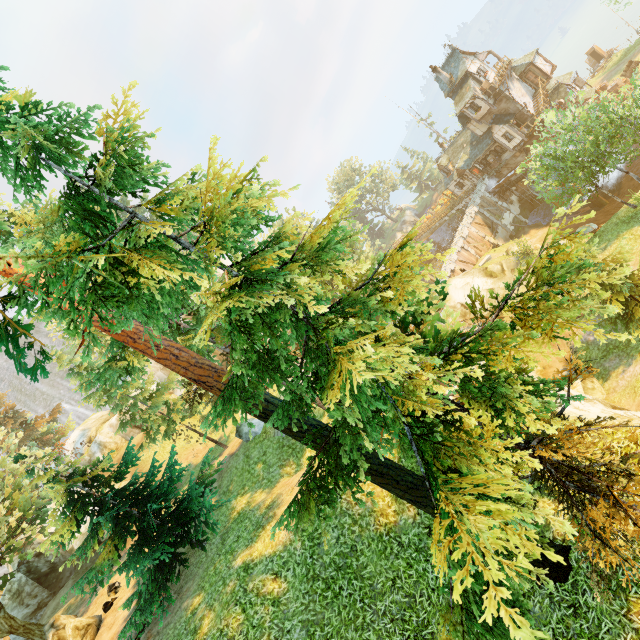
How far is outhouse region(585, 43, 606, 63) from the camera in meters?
48.6

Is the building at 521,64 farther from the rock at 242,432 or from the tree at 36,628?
the rock at 242,432

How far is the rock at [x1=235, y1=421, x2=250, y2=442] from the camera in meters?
20.3

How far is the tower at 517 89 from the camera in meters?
38.1 m

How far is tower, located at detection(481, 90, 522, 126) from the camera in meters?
37.7 m

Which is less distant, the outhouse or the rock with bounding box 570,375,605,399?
the rock with bounding box 570,375,605,399

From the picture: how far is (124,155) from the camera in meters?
4.1 m

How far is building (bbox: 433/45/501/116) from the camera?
37.62m
